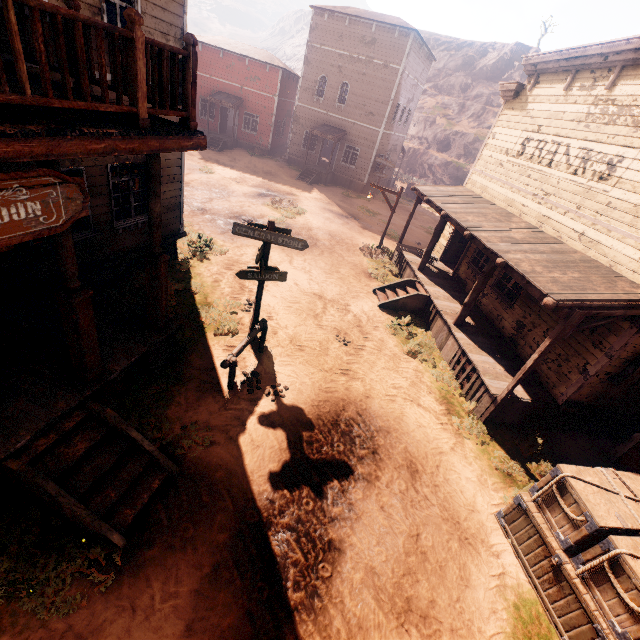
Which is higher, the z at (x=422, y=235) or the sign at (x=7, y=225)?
the sign at (x=7, y=225)

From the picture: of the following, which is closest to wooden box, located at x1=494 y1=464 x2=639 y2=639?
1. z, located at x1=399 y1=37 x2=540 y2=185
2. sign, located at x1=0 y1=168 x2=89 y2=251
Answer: sign, located at x1=0 y1=168 x2=89 y2=251

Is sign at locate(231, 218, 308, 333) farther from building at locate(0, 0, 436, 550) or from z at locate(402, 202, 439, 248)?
building at locate(0, 0, 436, 550)

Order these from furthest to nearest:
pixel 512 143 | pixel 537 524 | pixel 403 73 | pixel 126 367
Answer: pixel 403 73 < pixel 512 143 < pixel 126 367 < pixel 537 524

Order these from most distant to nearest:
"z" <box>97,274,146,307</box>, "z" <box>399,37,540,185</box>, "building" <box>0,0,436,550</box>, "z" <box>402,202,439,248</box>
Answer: "z" <box>399,37,540,185</box>, "z" <box>402,202,439,248</box>, "z" <box>97,274,146,307</box>, "building" <box>0,0,436,550</box>

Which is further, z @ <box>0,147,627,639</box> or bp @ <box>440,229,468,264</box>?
bp @ <box>440,229,468,264</box>

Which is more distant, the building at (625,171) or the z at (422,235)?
the z at (422,235)

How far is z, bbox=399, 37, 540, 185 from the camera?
40.78m
